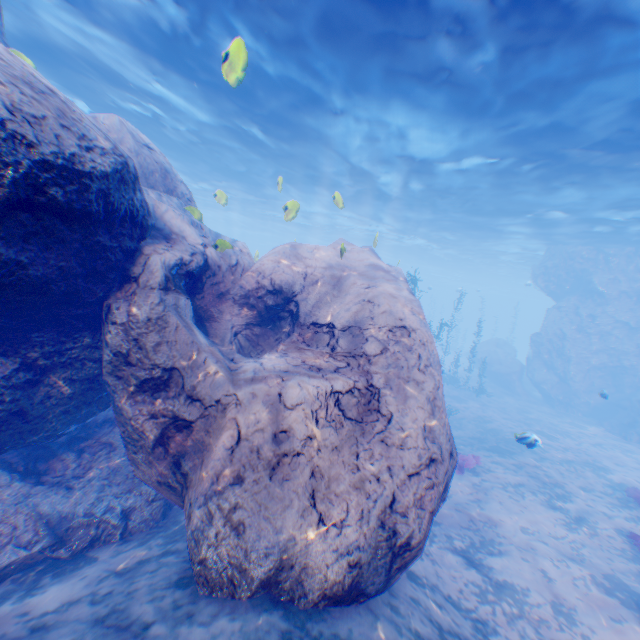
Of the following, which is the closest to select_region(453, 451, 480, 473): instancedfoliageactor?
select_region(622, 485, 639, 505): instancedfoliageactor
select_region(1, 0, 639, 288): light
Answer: select_region(1, 0, 639, 288): light

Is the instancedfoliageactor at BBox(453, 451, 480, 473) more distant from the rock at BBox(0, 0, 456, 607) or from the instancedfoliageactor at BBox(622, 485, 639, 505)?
the instancedfoliageactor at BBox(622, 485, 639, 505)

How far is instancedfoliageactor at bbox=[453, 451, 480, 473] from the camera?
11.8 meters

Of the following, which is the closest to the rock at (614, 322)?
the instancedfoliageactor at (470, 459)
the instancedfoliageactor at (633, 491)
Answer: the instancedfoliageactor at (470, 459)

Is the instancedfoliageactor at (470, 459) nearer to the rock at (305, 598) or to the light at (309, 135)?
the rock at (305, 598)

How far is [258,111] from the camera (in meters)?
14.36

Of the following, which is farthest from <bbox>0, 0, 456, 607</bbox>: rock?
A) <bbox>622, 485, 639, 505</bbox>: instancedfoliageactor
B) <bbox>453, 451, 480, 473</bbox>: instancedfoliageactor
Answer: <bbox>622, 485, 639, 505</bbox>: instancedfoliageactor

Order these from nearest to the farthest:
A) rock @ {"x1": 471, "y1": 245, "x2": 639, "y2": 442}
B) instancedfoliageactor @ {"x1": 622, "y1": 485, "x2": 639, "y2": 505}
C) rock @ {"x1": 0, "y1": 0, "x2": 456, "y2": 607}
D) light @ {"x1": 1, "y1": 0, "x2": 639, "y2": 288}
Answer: rock @ {"x1": 0, "y1": 0, "x2": 456, "y2": 607} → light @ {"x1": 1, "y1": 0, "x2": 639, "y2": 288} → instancedfoliageactor @ {"x1": 622, "y1": 485, "x2": 639, "y2": 505} → rock @ {"x1": 471, "y1": 245, "x2": 639, "y2": 442}
